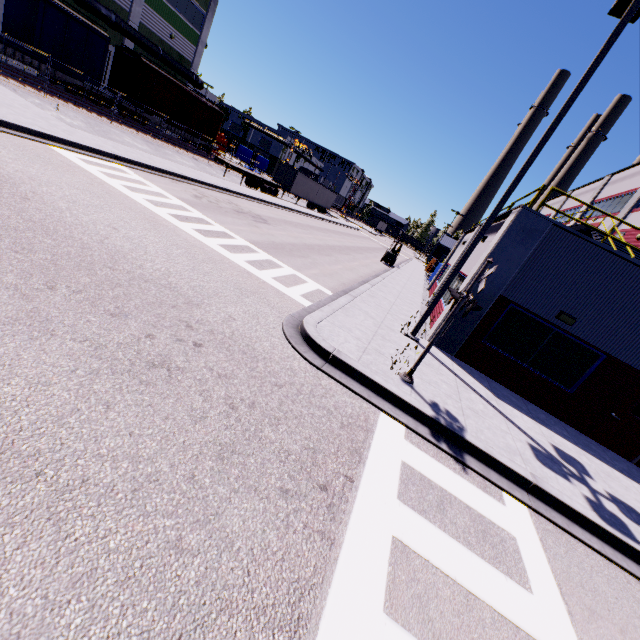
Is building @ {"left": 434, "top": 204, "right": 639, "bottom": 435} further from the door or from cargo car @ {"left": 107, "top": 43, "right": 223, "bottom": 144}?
cargo car @ {"left": 107, "top": 43, "right": 223, "bottom": 144}

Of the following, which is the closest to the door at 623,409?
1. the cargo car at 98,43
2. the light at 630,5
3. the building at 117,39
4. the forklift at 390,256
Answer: the building at 117,39

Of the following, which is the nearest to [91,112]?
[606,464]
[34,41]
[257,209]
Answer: [34,41]

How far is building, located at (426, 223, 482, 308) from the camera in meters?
17.4 m

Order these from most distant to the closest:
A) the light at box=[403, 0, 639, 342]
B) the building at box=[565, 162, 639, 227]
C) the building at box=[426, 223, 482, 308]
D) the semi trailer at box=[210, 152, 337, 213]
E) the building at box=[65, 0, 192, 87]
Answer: the semi trailer at box=[210, 152, 337, 213] → the building at box=[65, 0, 192, 87] → the building at box=[565, 162, 639, 227] → the building at box=[426, 223, 482, 308] → the light at box=[403, 0, 639, 342]

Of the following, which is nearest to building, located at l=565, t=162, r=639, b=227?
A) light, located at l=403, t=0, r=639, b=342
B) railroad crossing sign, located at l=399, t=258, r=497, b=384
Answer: light, located at l=403, t=0, r=639, b=342

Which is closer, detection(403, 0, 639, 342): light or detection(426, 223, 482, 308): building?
detection(403, 0, 639, 342): light

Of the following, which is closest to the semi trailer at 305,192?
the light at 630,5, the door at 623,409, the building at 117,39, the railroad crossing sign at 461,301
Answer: the building at 117,39
